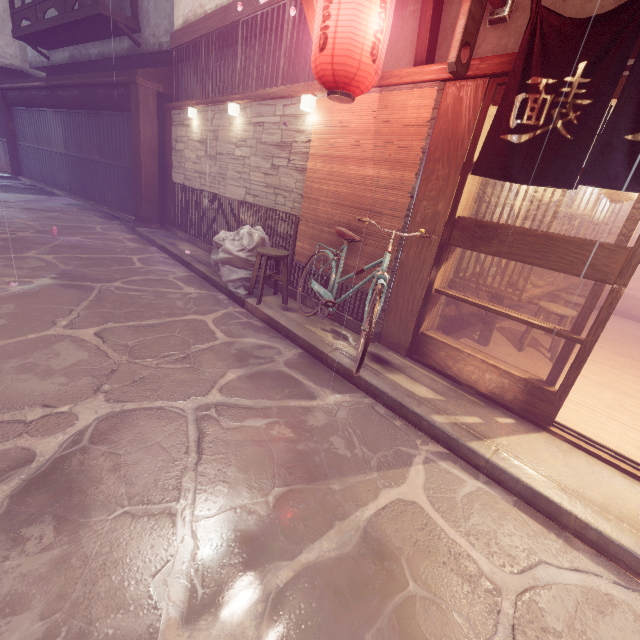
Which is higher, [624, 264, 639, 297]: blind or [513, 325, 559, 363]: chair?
[624, 264, 639, 297]: blind

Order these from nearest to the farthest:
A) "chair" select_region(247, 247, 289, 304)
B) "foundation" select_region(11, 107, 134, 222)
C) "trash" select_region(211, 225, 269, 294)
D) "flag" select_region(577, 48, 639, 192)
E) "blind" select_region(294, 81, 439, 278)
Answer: "flag" select_region(577, 48, 639, 192), "blind" select_region(294, 81, 439, 278), "chair" select_region(247, 247, 289, 304), "trash" select_region(211, 225, 269, 294), "foundation" select_region(11, 107, 134, 222)

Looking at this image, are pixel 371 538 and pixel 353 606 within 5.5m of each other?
yes

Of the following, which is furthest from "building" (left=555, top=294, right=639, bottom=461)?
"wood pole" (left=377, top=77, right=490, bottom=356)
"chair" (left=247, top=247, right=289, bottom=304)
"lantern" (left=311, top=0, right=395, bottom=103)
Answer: "chair" (left=247, top=247, right=289, bottom=304)

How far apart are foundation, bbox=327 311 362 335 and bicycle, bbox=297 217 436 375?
0.3 meters

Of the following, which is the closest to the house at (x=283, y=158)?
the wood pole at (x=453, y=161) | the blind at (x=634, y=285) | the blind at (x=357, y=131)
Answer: the blind at (x=357, y=131)

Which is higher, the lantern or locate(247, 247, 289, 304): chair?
the lantern

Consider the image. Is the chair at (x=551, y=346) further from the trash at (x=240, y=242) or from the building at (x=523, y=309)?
the trash at (x=240, y=242)
